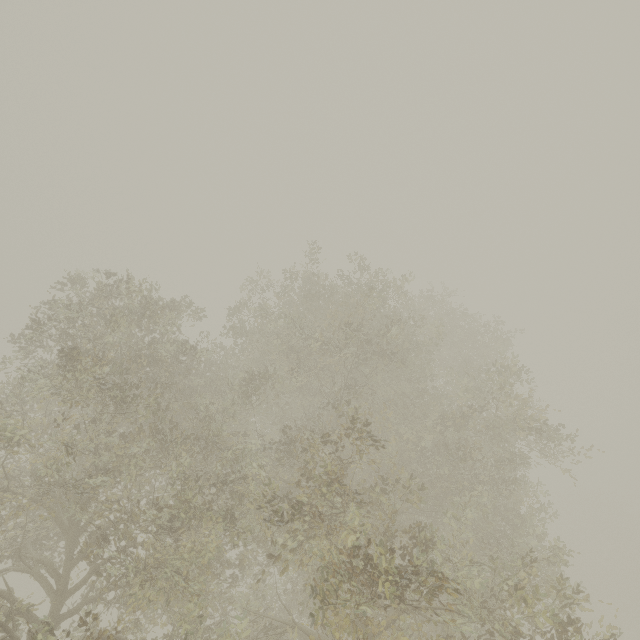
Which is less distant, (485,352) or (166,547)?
(166,547)
